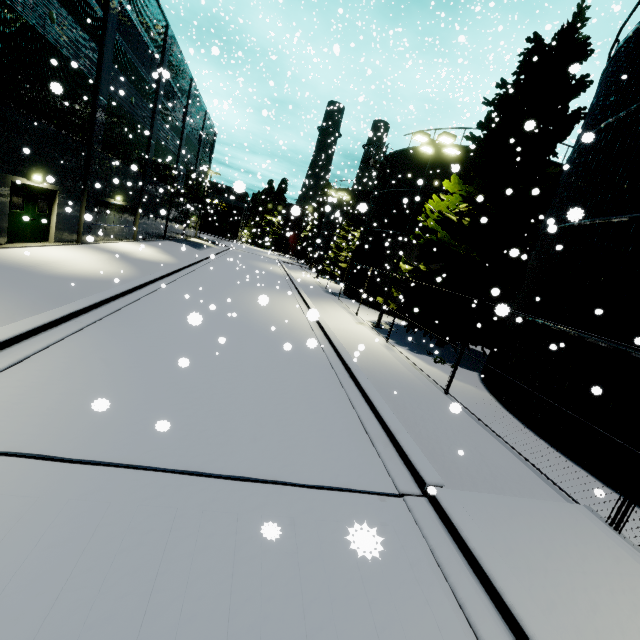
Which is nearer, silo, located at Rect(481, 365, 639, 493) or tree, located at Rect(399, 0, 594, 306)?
silo, located at Rect(481, 365, 639, 493)

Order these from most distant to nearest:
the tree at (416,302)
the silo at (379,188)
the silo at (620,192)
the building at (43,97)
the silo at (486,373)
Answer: the silo at (379,188)
the tree at (416,302)
the building at (43,97)
the silo at (620,192)
the silo at (486,373)

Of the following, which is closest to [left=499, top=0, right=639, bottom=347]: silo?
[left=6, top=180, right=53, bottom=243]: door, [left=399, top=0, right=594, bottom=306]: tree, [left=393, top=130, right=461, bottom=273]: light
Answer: [left=399, top=0, right=594, bottom=306]: tree

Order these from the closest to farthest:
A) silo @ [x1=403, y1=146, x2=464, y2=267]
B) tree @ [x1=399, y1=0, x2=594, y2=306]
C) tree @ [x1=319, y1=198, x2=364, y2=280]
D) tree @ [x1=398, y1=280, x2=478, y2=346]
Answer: tree @ [x1=399, y1=0, x2=594, y2=306], tree @ [x1=398, y1=280, x2=478, y2=346], silo @ [x1=403, y1=146, x2=464, y2=267], tree @ [x1=319, y1=198, x2=364, y2=280]

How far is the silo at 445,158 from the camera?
21.44m

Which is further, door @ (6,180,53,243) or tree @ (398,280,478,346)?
tree @ (398,280,478,346)

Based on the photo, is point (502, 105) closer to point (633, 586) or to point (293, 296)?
point (293, 296)
